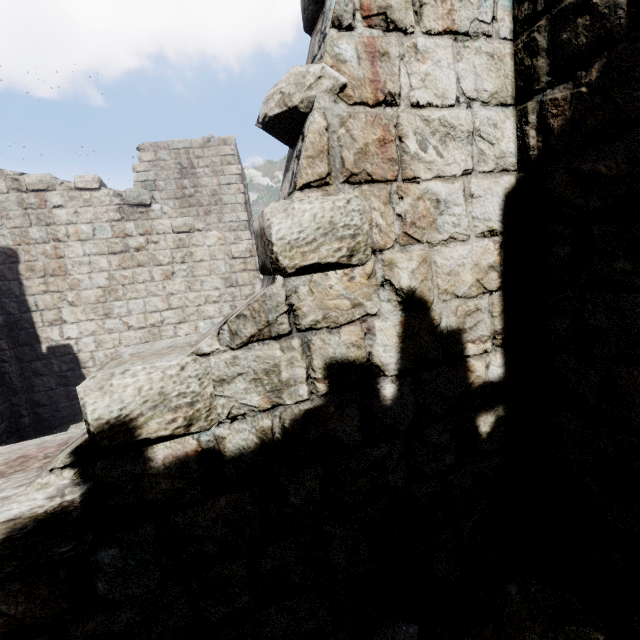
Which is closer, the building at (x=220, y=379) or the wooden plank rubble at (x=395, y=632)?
the building at (x=220, y=379)

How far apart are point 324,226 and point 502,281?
1.6m

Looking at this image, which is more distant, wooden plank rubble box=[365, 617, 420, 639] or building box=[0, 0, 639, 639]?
wooden plank rubble box=[365, 617, 420, 639]

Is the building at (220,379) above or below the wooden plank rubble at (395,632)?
above

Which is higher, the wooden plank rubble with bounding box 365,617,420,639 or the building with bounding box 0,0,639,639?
the building with bounding box 0,0,639,639
